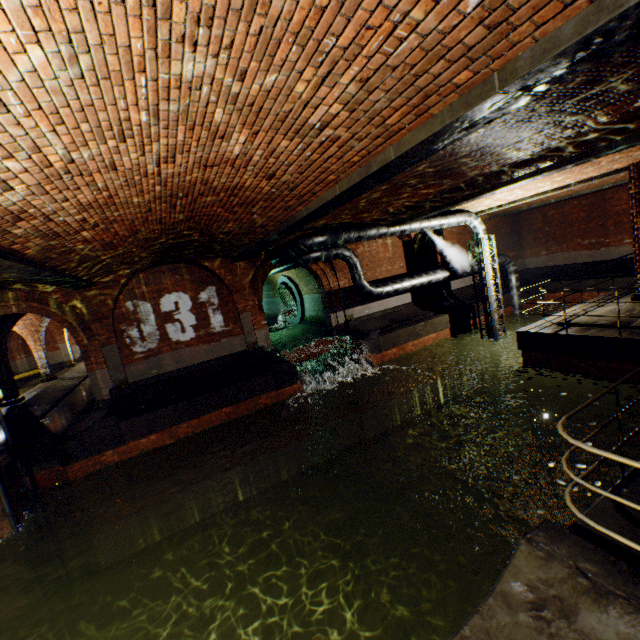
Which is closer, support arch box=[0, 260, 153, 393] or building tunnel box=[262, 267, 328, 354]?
support arch box=[0, 260, 153, 393]

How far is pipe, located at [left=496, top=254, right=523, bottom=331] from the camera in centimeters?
1716cm

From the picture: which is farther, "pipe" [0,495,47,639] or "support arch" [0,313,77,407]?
"support arch" [0,313,77,407]

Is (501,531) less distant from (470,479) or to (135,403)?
(470,479)

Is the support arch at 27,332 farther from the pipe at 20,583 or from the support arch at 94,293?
the pipe at 20,583

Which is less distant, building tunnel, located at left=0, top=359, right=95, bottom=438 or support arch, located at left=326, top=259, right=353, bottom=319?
building tunnel, located at left=0, top=359, right=95, bottom=438

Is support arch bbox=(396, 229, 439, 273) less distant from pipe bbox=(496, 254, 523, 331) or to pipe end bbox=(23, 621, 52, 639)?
pipe bbox=(496, 254, 523, 331)
